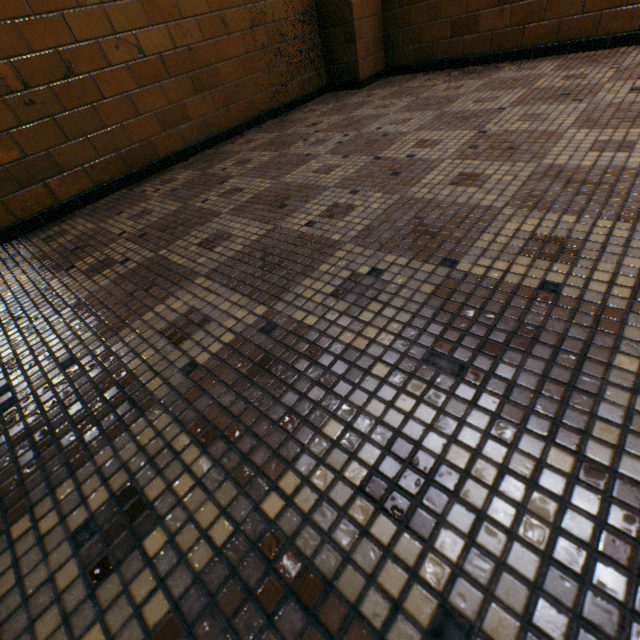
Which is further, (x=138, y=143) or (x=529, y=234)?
(x=138, y=143)
